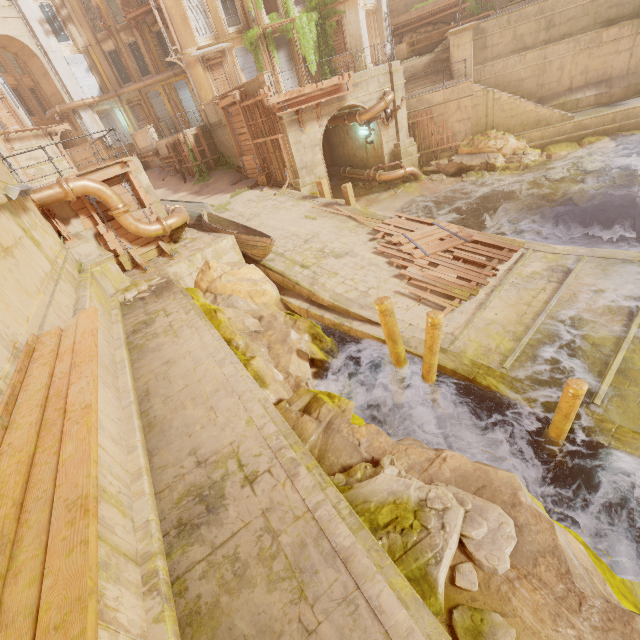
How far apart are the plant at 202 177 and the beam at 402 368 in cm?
1933

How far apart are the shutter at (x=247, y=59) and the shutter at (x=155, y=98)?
11.1m

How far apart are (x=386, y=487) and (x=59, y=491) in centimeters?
375cm

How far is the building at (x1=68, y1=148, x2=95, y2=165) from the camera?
31.42m

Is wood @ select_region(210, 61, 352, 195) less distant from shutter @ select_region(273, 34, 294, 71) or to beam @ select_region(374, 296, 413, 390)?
shutter @ select_region(273, 34, 294, 71)

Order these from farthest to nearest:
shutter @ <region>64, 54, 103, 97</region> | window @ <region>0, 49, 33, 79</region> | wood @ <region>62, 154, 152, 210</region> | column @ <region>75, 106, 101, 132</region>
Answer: window @ <region>0, 49, 33, 79</region>
column @ <region>75, 106, 101, 132</region>
shutter @ <region>64, 54, 103, 97</region>
wood @ <region>62, 154, 152, 210</region>

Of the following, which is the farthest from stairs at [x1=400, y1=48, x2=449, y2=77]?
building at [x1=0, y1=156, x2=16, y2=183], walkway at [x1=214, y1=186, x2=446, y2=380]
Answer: building at [x1=0, y1=156, x2=16, y2=183]

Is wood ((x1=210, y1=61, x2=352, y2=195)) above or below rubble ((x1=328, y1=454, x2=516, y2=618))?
above
